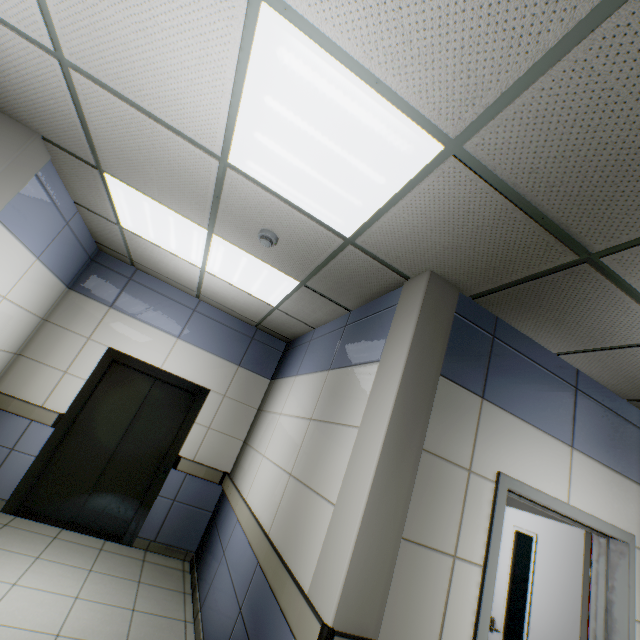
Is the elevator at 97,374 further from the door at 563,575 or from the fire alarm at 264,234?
the door at 563,575

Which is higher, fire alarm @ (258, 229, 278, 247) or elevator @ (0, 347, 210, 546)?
fire alarm @ (258, 229, 278, 247)

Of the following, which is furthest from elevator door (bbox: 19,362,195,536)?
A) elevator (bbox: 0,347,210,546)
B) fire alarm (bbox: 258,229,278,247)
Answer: fire alarm (bbox: 258,229,278,247)

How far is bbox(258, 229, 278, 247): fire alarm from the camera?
A: 2.6 meters

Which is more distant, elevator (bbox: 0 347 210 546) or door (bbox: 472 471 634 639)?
elevator (bbox: 0 347 210 546)

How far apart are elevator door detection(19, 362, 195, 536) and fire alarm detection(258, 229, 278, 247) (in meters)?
3.10

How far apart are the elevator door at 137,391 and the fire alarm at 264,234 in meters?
3.1

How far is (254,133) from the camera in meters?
1.8
